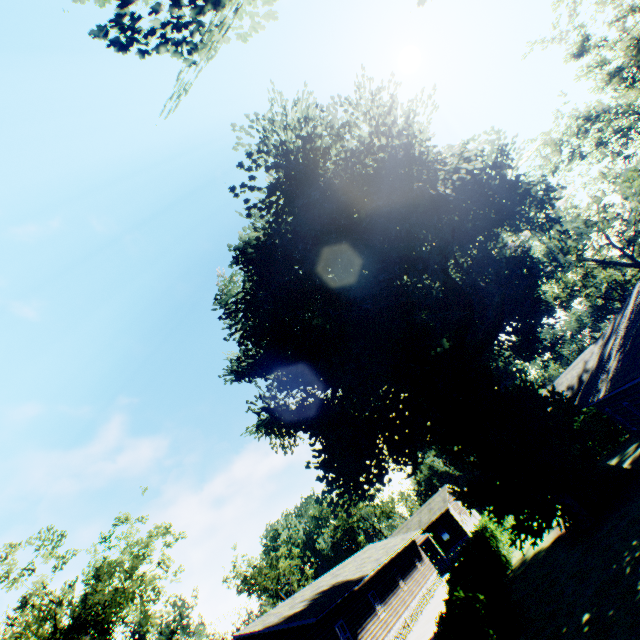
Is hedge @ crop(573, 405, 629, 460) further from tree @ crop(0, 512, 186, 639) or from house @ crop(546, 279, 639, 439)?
tree @ crop(0, 512, 186, 639)

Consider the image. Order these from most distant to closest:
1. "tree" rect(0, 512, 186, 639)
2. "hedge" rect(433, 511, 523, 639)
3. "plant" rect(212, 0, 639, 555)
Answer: "tree" rect(0, 512, 186, 639), "plant" rect(212, 0, 639, 555), "hedge" rect(433, 511, 523, 639)

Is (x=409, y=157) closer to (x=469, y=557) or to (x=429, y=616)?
(x=469, y=557)

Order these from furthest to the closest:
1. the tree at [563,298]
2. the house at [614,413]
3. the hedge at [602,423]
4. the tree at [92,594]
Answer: the tree at [563,298] < the hedge at [602,423] < the tree at [92,594] < the house at [614,413]

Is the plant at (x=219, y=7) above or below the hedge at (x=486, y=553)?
above

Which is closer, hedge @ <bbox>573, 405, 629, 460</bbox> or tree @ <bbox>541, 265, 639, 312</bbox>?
hedge @ <bbox>573, 405, 629, 460</bbox>

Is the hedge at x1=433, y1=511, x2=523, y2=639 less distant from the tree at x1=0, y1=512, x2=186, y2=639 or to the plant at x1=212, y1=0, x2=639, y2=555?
the tree at x1=0, y1=512, x2=186, y2=639

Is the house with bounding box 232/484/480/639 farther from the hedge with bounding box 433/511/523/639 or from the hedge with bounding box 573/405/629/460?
the hedge with bounding box 433/511/523/639
